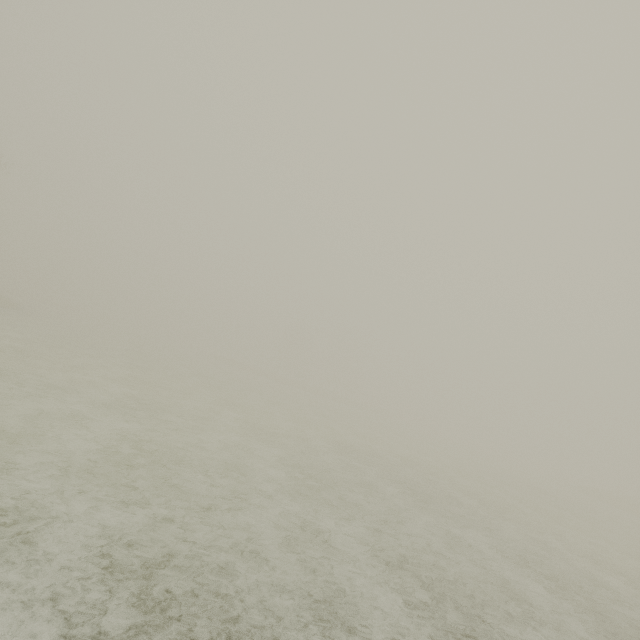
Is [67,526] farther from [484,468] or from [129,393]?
[484,468]
